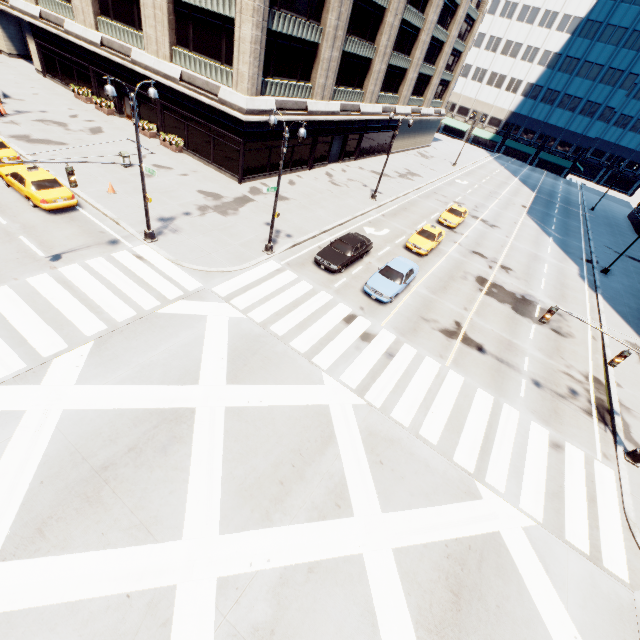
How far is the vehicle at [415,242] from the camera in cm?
2456

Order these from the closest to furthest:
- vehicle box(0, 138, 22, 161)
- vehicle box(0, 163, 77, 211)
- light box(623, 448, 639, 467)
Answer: light box(623, 448, 639, 467) < vehicle box(0, 163, 77, 211) < vehicle box(0, 138, 22, 161)

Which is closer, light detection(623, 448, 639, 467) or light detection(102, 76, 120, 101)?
light detection(102, 76, 120, 101)

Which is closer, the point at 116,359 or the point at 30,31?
the point at 116,359

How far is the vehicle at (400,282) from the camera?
18.55m

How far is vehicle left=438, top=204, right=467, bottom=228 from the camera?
30.59m

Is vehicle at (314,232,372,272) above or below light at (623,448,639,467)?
above

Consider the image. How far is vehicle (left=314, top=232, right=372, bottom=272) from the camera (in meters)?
19.67
